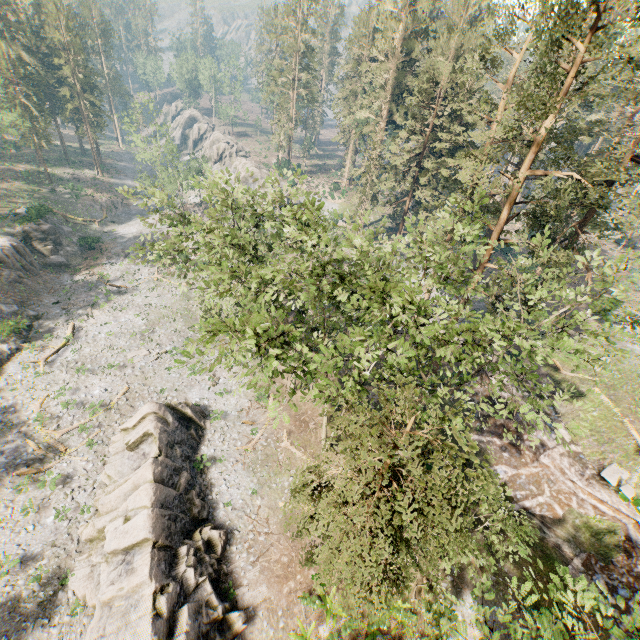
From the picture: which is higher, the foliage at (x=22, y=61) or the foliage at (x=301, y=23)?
the foliage at (x=301, y=23)

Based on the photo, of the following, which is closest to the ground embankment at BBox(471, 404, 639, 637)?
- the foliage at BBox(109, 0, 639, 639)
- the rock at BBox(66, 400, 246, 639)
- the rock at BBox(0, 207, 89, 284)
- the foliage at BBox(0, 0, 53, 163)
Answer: the foliage at BBox(0, 0, 53, 163)

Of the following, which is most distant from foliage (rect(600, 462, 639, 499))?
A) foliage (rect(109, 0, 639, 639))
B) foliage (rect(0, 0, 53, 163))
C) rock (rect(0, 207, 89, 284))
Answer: rock (rect(0, 207, 89, 284))

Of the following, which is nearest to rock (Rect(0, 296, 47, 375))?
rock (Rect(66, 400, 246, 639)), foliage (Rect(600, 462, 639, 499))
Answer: rock (Rect(66, 400, 246, 639))

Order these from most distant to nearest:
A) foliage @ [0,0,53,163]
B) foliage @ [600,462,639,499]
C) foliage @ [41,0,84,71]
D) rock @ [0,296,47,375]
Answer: foliage @ [41,0,84,71]
foliage @ [0,0,53,163]
rock @ [0,296,47,375]
foliage @ [600,462,639,499]

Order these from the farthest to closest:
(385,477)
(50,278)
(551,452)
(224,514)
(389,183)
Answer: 1. (50,278)
2. (389,183)
3. (551,452)
4. (224,514)
5. (385,477)

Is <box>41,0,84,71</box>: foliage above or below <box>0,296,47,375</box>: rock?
above

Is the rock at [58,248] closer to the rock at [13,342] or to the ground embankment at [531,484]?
the rock at [13,342]
